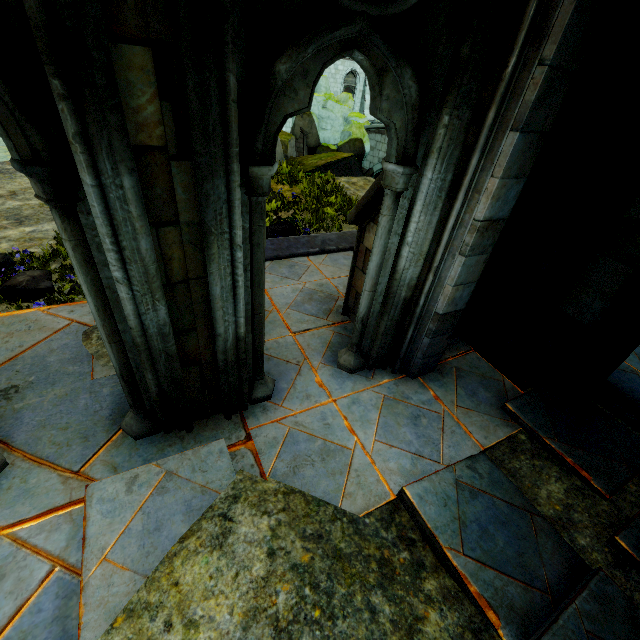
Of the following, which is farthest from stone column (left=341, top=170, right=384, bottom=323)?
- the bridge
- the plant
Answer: the bridge

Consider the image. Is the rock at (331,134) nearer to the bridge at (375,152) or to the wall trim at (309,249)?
the bridge at (375,152)

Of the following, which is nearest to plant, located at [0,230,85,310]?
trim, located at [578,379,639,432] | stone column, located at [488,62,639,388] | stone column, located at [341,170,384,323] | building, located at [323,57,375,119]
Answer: stone column, located at [341,170,384,323]

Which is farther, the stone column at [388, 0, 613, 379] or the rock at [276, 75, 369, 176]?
the rock at [276, 75, 369, 176]

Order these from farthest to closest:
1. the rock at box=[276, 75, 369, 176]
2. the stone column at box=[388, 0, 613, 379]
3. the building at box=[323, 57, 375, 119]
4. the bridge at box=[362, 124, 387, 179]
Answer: the building at box=[323, 57, 375, 119] < the bridge at box=[362, 124, 387, 179] < the rock at box=[276, 75, 369, 176] < the stone column at box=[388, 0, 613, 379]

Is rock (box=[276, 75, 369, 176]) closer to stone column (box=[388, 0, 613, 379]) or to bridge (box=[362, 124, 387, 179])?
bridge (box=[362, 124, 387, 179])

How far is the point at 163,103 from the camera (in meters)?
1.53

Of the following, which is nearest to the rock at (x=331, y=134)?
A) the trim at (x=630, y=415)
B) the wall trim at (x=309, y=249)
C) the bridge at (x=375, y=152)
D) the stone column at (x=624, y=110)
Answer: the bridge at (x=375, y=152)
